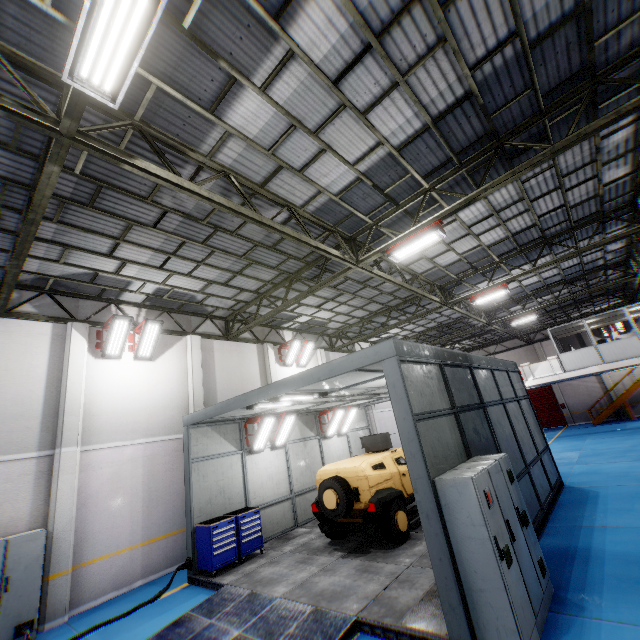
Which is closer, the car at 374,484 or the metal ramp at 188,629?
the metal ramp at 188,629

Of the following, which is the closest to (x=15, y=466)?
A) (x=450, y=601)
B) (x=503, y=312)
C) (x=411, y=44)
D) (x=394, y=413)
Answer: (x=394, y=413)

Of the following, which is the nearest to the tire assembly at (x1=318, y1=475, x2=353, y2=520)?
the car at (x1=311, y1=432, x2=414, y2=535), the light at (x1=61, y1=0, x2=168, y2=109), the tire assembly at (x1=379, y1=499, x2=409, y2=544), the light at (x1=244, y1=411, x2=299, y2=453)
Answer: the car at (x1=311, y1=432, x2=414, y2=535)

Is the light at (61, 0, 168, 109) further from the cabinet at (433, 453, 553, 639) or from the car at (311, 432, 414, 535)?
the car at (311, 432, 414, 535)

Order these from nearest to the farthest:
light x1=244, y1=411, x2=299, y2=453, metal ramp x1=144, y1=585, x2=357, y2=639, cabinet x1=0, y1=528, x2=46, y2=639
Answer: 1. metal ramp x1=144, y1=585, x2=357, y2=639
2. cabinet x1=0, y1=528, x2=46, y2=639
3. light x1=244, y1=411, x2=299, y2=453

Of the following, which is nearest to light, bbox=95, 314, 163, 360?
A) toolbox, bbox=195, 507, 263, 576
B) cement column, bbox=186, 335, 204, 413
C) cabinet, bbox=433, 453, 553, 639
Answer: cement column, bbox=186, 335, 204, 413

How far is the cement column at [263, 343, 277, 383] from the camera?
15.7 meters

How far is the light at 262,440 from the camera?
11.21m
